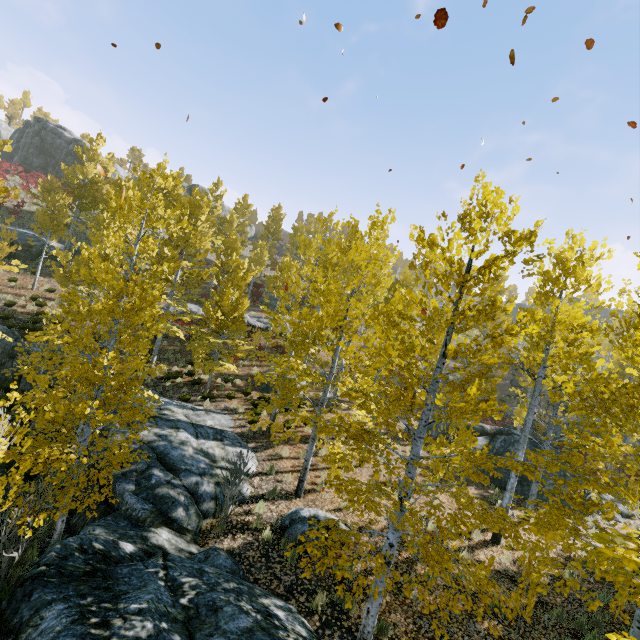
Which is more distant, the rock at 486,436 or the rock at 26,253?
the rock at 26,253

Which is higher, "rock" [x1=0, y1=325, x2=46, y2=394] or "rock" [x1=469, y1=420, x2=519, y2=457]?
"rock" [x1=469, y1=420, x2=519, y2=457]

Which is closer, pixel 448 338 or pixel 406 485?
pixel 406 485

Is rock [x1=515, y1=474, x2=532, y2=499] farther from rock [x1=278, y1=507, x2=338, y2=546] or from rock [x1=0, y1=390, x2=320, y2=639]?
rock [x1=278, y1=507, x2=338, y2=546]

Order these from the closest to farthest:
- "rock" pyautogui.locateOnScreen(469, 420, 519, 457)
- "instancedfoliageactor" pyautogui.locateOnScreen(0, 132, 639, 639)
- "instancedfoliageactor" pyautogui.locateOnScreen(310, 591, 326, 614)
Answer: "instancedfoliageactor" pyautogui.locateOnScreen(0, 132, 639, 639) → "instancedfoliageactor" pyautogui.locateOnScreen(310, 591, 326, 614) → "rock" pyautogui.locateOnScreen(469, 420, 519, 457)

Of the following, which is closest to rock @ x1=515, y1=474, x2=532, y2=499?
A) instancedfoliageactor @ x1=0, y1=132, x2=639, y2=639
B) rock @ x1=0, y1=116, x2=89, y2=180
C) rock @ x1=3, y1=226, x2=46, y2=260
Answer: → instancedfoliageactor @ x1=0, y1=132, x2=639, y2=639

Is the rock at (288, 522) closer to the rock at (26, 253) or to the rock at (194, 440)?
the rock at (194, 440)

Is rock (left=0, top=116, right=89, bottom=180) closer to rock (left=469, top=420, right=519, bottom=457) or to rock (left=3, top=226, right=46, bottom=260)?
rock (left=3, top=226, right=46, bottom=260)
